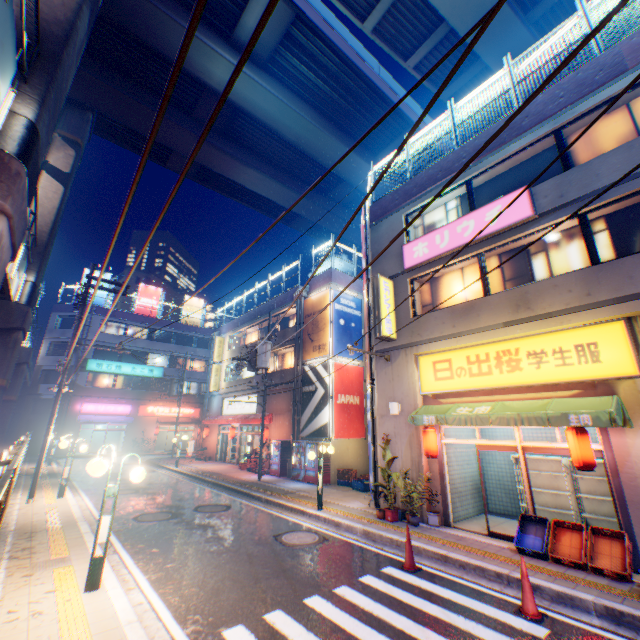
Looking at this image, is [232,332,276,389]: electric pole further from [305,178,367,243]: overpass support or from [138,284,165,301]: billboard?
[138,284,165,301]: billboard

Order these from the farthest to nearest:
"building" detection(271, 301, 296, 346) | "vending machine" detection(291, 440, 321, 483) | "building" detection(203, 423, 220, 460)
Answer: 1. "building" detection(203, 423, 220, 460)
2. "building" detection(271, 301, 296, 346)
3. "vending machine" detection(291, 440, 321, 483)

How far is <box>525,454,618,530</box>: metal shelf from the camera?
9.3 meters

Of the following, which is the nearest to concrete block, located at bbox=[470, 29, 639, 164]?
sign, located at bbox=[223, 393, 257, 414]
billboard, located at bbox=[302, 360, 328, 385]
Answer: billboard, located at bbox=[302, 360, 328, 385]

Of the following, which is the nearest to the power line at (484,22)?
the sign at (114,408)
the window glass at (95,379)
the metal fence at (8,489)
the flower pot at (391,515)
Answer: the metal fence at (8,489)

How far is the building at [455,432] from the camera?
11.12m

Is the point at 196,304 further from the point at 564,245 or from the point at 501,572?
the point at 501,572

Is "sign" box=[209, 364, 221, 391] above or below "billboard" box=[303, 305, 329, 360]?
below
